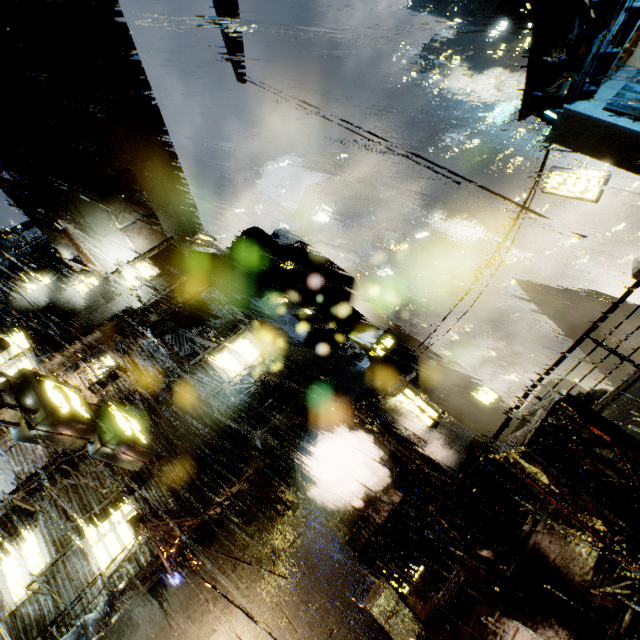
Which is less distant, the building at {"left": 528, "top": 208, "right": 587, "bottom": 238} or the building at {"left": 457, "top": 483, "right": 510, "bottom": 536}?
the building at {"left": 457, "top": 483, "right": 510, "bottom": 536}

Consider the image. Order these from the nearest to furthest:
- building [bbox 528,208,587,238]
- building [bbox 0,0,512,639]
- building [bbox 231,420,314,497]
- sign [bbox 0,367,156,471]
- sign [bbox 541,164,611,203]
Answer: sign [bbox 0,367,156,471] → building [bbox 0,0,512,639] → building [bbox 231,420,314,497] → building [bbox 528,208,587,238] → sign [bbox 541,164,611,203]

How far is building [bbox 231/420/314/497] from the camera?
12.22m

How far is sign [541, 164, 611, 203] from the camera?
14.5 meters

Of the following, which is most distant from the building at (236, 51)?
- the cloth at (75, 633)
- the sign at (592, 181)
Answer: the sign at (592, 181)

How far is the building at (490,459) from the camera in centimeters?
2326cm

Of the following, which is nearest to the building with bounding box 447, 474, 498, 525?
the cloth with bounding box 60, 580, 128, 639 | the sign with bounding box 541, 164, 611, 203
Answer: the cloth with bounding box 60, 580, 128, 639

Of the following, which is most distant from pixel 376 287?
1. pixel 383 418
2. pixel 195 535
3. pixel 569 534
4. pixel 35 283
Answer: pixel 569 534
